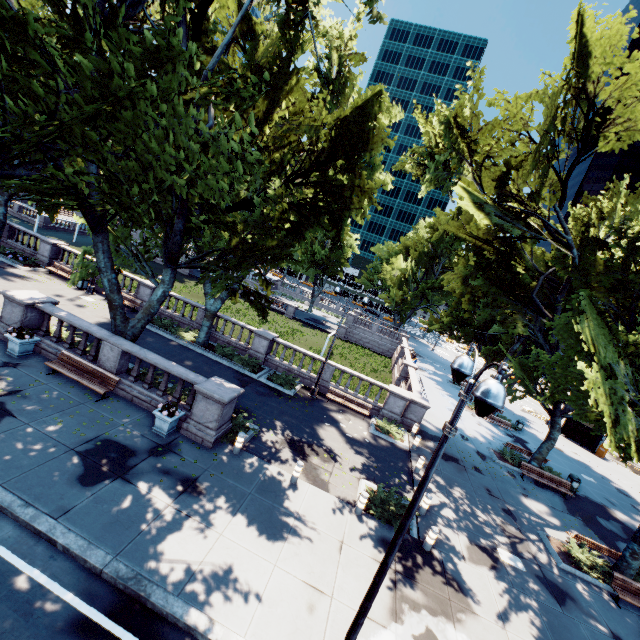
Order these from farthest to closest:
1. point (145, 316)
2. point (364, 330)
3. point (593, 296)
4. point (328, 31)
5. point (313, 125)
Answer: point (364, 330), point (328, 31), point (145, 316), point (313, 125), point (593, 296)

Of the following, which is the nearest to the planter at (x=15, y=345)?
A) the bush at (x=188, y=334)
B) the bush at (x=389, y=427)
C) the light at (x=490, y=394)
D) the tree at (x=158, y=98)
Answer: the tree at (x=158, y=98)

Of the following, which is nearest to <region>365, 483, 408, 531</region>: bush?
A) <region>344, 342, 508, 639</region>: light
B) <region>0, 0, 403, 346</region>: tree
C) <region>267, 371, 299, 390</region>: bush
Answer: <region>344, 342, 508, 639</region>: light

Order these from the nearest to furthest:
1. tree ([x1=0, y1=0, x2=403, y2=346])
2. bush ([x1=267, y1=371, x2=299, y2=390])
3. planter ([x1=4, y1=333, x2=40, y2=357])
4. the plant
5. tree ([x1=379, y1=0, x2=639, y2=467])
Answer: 1. tree ([x1=0, y1=0, x2=403, y2=346])
2. the plant
3. tree ([x1=379, y1=0, x2=639, y2=467])
4. planter ([x1=4, y1=333, x2=40, y2=357])
5. bush ([x1=267, y1=371, x2=299, y2=390])

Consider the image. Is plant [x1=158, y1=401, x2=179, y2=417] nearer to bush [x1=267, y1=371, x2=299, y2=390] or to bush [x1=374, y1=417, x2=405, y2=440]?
bush [x1=267, y1=371, x2=299, y2=390]

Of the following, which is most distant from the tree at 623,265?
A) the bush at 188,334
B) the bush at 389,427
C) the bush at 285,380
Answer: the bush at 389,427

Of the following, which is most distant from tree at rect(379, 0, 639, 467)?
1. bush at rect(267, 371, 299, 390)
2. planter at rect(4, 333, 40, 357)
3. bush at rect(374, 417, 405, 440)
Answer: bush at rect(374, 417, 405, 440)

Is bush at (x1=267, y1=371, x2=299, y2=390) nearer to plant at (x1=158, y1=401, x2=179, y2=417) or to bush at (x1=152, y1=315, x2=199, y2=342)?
bush at (x1=152, y1=315, x2=199, y2=342)
